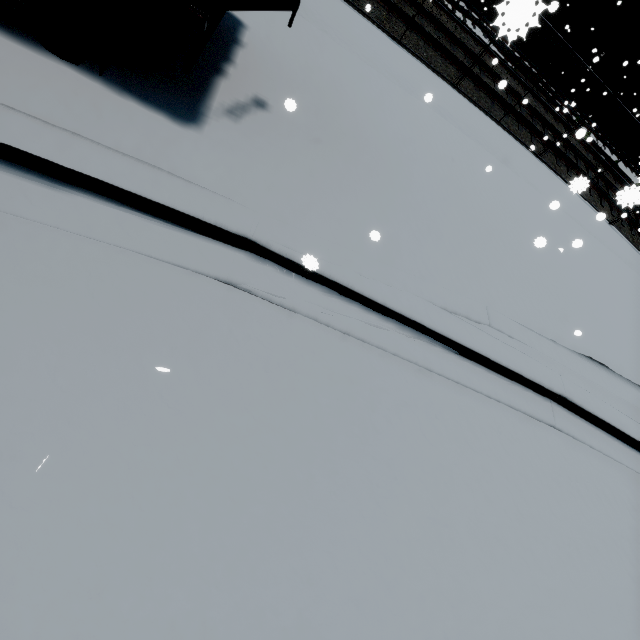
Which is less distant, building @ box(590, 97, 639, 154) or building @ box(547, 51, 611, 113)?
building @ box(547, 51, 611, 113)

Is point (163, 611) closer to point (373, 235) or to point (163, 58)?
point (373, 235)

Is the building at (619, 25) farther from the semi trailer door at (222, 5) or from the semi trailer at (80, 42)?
the semi trailer door at (222, 5)

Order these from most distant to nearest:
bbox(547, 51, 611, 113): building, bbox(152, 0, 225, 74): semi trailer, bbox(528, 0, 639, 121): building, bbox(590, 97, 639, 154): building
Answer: bbox(590, 97, 639, 154): building
bbox(547, 51, 611, 113): building
bbox(528, 0, 639, 121): building
bbox(152, 0, 225, 74): semi trailer

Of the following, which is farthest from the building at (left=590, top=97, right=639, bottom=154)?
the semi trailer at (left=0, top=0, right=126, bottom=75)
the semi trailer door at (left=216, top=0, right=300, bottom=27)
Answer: the semi trailer door at (left=216, top=0, right=300, bottom=27)

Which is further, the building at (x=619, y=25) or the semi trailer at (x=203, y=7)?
the building at (x=619, y=25)
